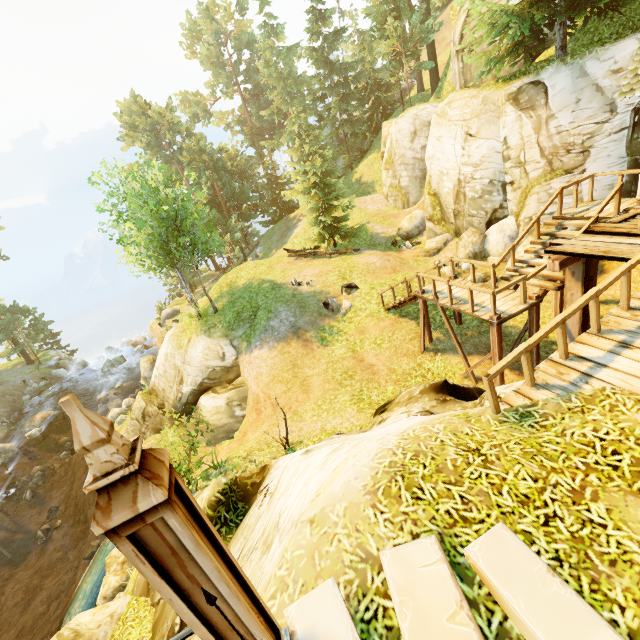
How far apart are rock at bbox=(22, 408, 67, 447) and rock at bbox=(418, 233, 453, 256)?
31.9 meters

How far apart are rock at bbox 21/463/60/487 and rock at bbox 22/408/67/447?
4.8m

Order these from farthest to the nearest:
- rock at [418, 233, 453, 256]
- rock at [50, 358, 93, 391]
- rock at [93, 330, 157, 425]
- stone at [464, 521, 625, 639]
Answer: rock at [50, 358, 93, 391]
rock at [93, 330, 157, 425]
rock at [418, 233, 453, 256]
stone at [464, 521, 625, 639]

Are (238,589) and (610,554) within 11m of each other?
yes

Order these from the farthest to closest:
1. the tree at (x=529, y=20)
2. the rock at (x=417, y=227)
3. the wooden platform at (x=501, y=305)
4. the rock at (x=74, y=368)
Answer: the rock at (x=74, y=368) → the rock at (x=417, y=227) → the tree at (x=529, y=20) → the wooden platform at (x=501, y=305)

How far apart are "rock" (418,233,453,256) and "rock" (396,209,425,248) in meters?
2.7

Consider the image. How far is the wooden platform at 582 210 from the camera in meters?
10.0 m

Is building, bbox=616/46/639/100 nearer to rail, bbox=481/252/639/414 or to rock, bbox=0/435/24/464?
rail, bbox=481/252/639/414
